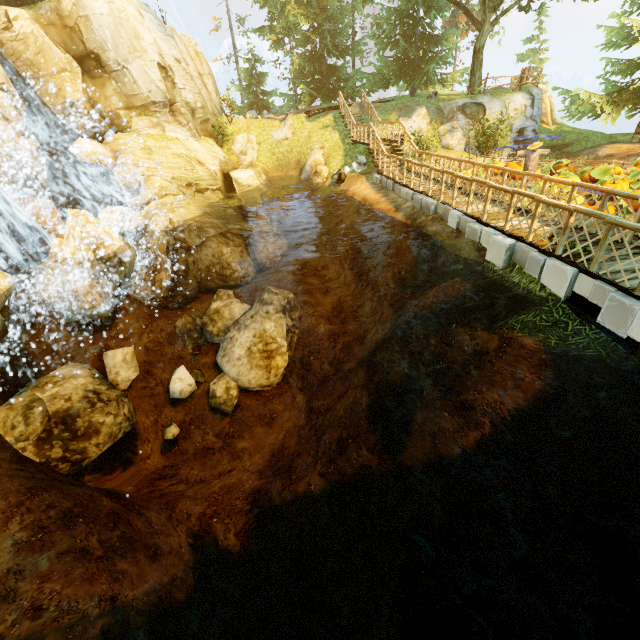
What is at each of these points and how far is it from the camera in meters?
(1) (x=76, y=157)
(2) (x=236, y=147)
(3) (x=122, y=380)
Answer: (1) rock, 15.1
(2) rock, 22.6
(3) rock, 12.8

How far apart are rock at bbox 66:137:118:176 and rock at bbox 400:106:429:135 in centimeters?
1600cm

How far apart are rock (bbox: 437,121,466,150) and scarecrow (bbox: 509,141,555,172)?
6.9m

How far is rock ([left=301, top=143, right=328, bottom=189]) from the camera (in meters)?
19.94

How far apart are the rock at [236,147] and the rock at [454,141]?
12.10m

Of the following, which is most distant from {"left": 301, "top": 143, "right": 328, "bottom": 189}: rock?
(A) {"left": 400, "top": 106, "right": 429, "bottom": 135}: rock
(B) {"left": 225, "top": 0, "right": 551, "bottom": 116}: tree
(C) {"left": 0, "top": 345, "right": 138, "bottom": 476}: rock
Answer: (C) {"left": 0, "top": 345, "right": 138, "bottom": 476}: rock

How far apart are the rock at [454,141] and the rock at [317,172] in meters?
6.8 m

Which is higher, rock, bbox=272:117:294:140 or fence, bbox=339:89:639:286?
rock, bbox=272:117:294:140
